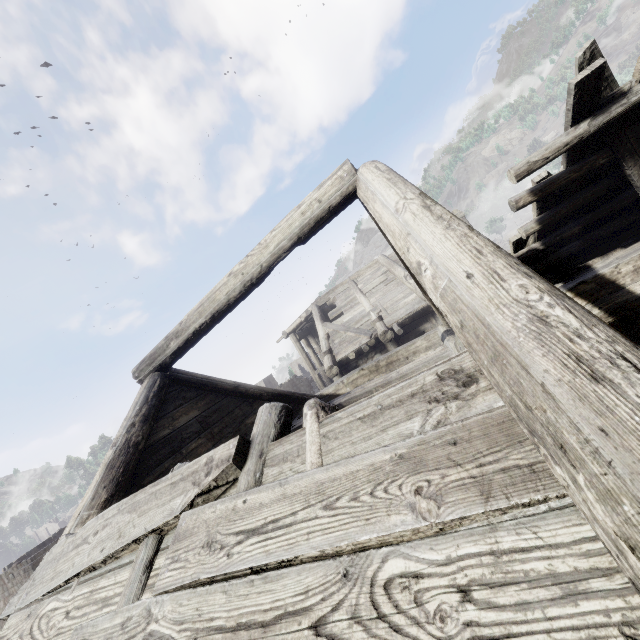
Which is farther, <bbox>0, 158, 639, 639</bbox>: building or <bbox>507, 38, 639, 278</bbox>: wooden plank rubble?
<bbox>507, 38, 639, 278</bbox>: wooden plank rubble

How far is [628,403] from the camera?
0.89m

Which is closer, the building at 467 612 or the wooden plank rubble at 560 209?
the building at 467 612
